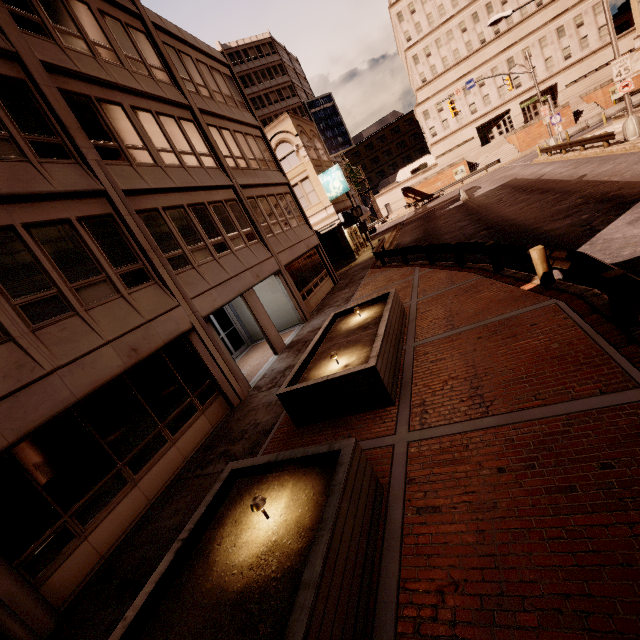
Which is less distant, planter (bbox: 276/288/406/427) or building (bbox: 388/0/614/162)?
planter (bbox: 276/288/406/427)

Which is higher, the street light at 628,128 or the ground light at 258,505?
the ground light at 258,505

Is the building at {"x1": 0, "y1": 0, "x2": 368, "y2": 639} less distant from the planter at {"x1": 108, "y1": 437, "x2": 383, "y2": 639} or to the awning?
the awning

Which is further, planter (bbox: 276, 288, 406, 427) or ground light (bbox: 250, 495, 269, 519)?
planter (bbox: 276, 288, 406, 427)

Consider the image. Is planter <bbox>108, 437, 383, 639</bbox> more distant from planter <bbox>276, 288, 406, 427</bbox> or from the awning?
the awning

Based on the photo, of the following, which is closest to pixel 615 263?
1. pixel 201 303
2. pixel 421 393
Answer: pixel 421 393

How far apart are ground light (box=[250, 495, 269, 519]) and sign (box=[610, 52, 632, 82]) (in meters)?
27.23

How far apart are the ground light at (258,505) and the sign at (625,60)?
27.2 meters
